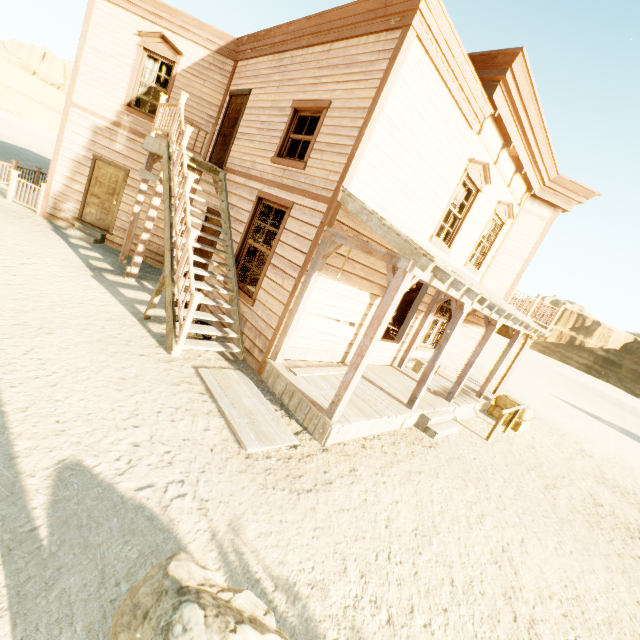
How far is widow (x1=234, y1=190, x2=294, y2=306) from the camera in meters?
6.8 m

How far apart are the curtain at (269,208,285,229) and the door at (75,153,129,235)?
5.6m

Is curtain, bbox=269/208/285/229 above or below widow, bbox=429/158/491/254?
below

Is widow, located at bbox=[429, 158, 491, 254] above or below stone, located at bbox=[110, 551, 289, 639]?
above

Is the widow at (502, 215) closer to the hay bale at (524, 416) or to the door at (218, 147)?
the hay bale at (524, 416)

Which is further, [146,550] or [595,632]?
[595,632]

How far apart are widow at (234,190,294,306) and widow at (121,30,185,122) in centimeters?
493cm

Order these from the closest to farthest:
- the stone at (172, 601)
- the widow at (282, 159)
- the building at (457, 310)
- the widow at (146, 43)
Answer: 1. the stone at (172, 601)
2. the building at (457, 310)
3. the widow at (282, 159)
4. the widow at (146, 43)
